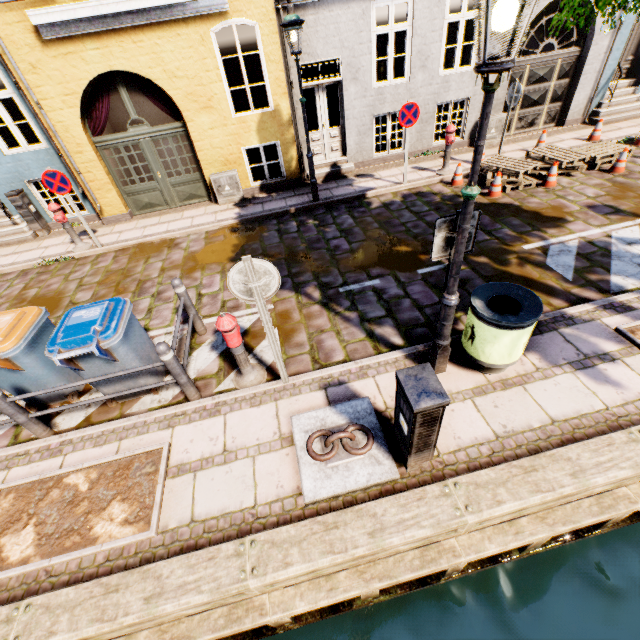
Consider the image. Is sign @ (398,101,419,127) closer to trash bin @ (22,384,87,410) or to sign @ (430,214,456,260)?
sign @ (430,214,456,260)

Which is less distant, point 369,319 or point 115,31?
point 369,319

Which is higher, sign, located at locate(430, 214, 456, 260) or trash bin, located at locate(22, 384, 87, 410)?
sign, located at locate(430, 214, 456, 260)

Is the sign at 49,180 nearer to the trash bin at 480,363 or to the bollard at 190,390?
the bollard at 190,390

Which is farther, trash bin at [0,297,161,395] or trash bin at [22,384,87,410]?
trash bin at [22,384,87,410]

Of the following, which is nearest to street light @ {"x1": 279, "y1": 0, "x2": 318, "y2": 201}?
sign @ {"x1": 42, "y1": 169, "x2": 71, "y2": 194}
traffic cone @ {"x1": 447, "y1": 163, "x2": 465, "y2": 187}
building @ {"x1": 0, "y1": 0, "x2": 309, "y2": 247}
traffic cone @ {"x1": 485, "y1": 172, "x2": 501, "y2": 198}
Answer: building @ {"x1": 0, "y1": 0, "x2": 309, "y2": 247}

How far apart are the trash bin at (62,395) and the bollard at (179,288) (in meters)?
1.62

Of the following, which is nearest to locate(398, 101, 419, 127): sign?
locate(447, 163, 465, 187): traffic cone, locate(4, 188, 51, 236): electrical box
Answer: locate(447, 163, 465, 187): traffic cone
